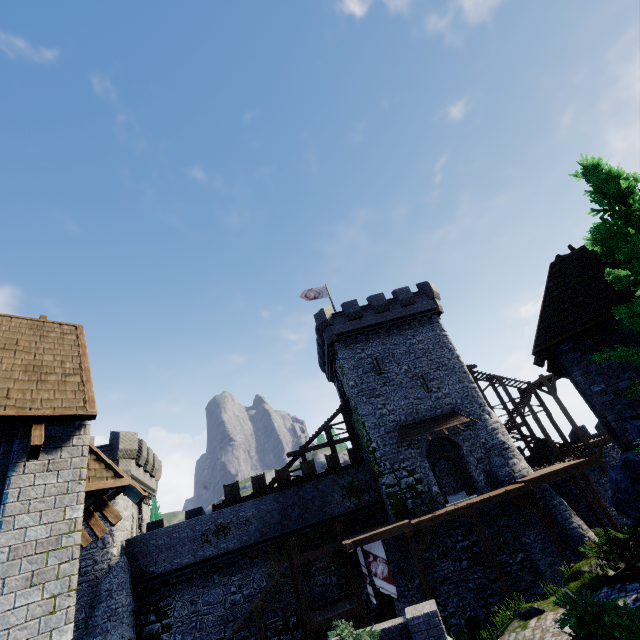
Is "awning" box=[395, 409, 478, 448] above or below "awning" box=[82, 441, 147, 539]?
above

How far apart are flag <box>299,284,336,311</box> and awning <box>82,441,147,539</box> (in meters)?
24.24

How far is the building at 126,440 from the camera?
22.4m

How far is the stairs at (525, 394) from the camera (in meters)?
27.42

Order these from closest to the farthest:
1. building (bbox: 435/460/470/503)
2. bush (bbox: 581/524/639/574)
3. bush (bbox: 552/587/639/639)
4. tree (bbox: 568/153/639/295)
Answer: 1. bush (bbox: 552/587/639/639)
2. tree (bbox: 568/153/639/295)
3. bush (bbox: 581/524/639/574)
4. building (bbox: 435/460/470/503)

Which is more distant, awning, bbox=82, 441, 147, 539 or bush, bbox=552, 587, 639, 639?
bush, bbox=552, 587, 639, 639

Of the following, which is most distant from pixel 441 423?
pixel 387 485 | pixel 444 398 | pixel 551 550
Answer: pixel 551 550

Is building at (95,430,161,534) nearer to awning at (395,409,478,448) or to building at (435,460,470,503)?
building at (435,460,470,503)
